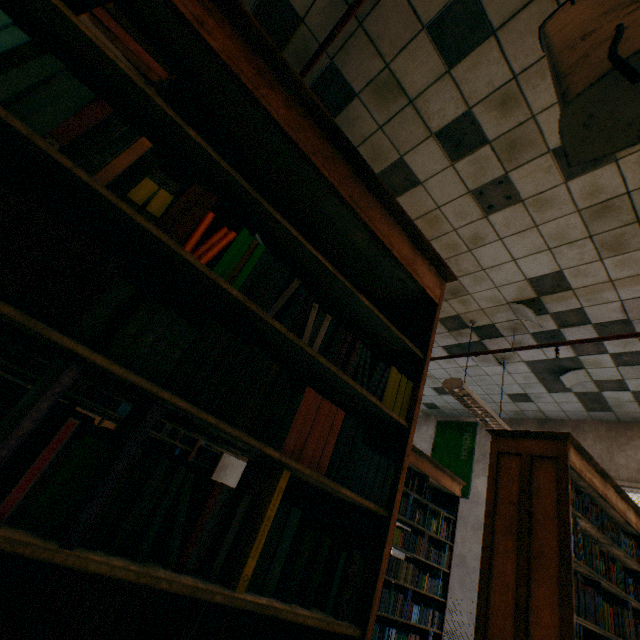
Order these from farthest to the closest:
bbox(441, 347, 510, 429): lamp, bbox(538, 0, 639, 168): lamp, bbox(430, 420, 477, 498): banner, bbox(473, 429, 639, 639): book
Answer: bbox(430, 420, 477, 498): banner < bbox(441, 347, 510, 429): lamp < bbox(473, 429, 639, 639): book < bbox(538, 0, 639, 168): lamp

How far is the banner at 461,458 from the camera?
6.5m

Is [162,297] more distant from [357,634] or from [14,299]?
[357,634]

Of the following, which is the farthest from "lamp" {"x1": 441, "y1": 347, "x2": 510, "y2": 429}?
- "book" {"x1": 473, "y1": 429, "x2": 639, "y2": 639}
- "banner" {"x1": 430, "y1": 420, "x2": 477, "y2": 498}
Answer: "banner" {"x1": 430, "y1": 420, "x2": 477, "y2": 498}

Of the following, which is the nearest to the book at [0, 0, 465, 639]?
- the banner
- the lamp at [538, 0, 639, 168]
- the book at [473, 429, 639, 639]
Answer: the lamp at [538, 0, 639, 168]

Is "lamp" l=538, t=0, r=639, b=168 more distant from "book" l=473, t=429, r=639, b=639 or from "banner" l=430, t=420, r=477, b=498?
"banner" l=430, t=420, r=477, b=498

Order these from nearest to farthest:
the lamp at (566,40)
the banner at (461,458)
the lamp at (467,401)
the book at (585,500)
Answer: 1. the lamp at (566,40)
2. the book at (585,500)
3. the lamp at (467,401)
4. the banner at (461,458)

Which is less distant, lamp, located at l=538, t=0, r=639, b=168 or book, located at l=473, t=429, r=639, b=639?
lamp, located at l=538, t=0, r=639, b=168
